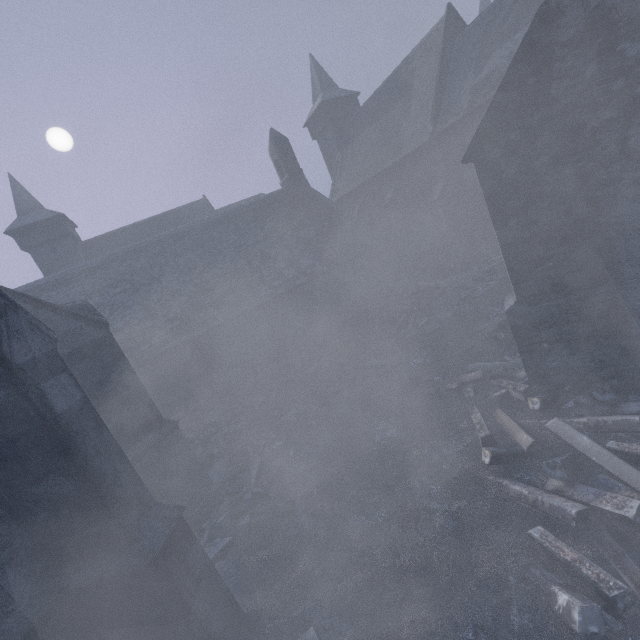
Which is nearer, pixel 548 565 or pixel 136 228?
pixel 548 565

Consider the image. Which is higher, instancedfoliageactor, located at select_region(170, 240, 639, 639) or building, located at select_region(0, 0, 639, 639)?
building, located at select_region(0, 0, 639, 639)

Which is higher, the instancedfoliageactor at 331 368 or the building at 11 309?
the building at 11 309
